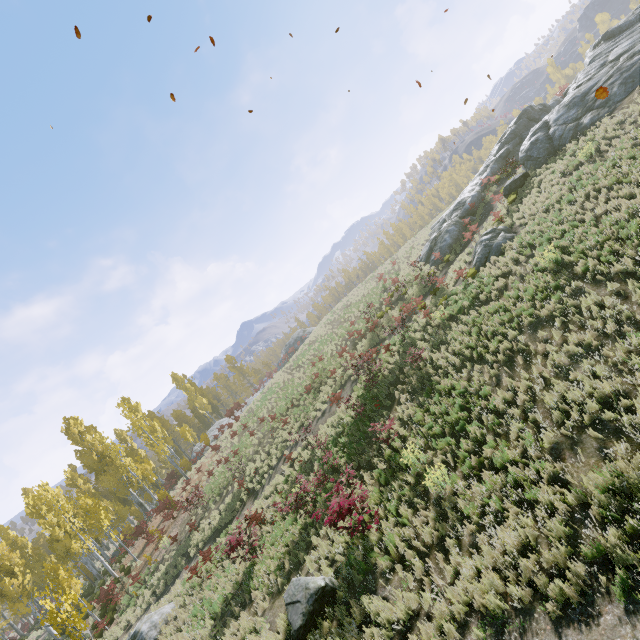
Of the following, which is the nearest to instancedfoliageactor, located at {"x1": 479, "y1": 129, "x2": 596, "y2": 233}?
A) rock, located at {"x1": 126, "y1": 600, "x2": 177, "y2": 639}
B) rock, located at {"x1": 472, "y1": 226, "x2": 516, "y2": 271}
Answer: rock, located at {"x1": 126, "y1": 600, "x2": 177, "y2": 639}

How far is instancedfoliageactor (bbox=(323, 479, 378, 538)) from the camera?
9.1 meters

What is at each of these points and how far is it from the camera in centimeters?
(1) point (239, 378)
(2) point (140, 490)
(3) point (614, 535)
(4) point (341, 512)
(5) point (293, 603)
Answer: (1) instancedfoliageactor, 5728cm
(2) instancedfoliageactor, 4866cm
(3) instancedfoliageactor, 554cm
(4) instancedfoliageactor, 903cm
(5) rock, 881cm

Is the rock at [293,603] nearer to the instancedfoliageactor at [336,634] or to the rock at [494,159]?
the instancedfoliageactor at [336,634]

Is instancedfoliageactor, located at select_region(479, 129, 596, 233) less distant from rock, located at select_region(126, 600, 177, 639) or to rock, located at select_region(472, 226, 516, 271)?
rock, located at select_region(126, 600, 177, 639)

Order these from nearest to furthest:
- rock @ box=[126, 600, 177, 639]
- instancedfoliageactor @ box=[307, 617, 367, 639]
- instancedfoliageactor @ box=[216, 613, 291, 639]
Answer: instancedfoliageactor @ box=[307, 617, 367, 639] < instancedfoliageactor @ box=[216, 613, 291, 639] < rock @ box=[126, 600, 177, 639]

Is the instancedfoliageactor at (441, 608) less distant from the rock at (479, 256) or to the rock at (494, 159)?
the rock at (494, 159)
